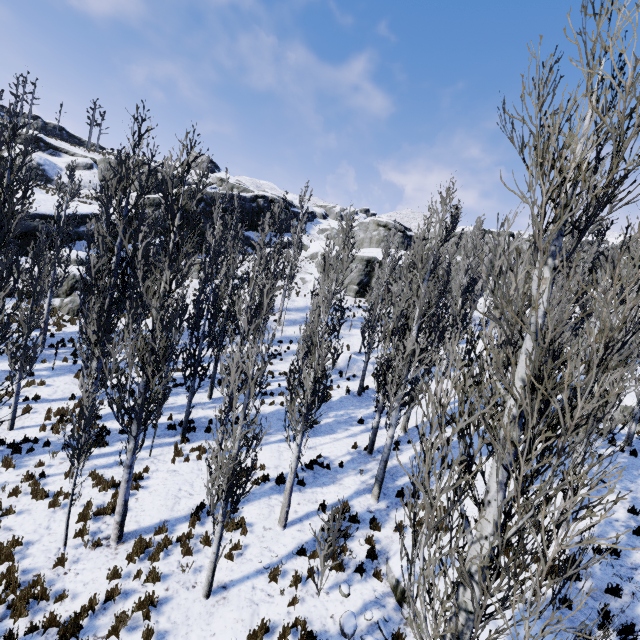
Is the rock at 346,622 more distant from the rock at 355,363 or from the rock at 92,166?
the rock at 92,166

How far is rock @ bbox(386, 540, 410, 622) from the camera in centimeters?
758cm

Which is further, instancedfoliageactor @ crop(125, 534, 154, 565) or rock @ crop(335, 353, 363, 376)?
rock @ crop(335, 353, 363, 376)

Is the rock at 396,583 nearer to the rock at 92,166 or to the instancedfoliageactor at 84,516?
the instancedfoliageactor at 84,516

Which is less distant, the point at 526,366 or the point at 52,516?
the point at 526,366

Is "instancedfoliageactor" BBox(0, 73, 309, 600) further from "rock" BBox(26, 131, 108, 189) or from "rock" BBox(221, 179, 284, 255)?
"rock" BBox(26, 131, 108, 189)

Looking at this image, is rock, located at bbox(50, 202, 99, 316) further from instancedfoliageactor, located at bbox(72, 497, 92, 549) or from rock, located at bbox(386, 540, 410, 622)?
rock, located at bbox(386, 540, 410, 622)

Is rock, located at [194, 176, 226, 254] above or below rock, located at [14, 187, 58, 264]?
above
